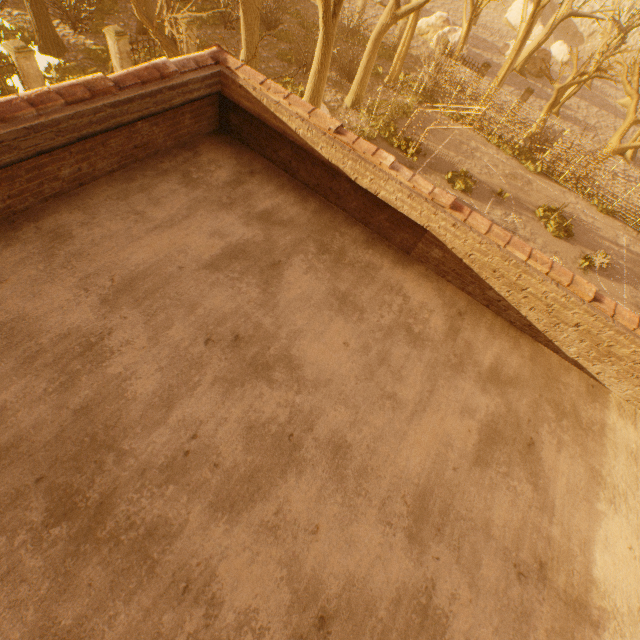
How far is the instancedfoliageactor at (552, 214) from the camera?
19.9 meters

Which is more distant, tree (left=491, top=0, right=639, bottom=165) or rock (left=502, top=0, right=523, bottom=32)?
rock (left=502, top=0, right=523, bottom=32)

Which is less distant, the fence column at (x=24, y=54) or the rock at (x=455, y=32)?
the fence column at (x=24, y=54)

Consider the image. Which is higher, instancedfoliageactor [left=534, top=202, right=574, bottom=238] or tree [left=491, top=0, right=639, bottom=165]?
tree [left=491, top=0, right=639, bottom=165]

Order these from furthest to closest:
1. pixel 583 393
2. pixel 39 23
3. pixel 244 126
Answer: pixel 39 23 → pixel 244 126 → pixel 583 393

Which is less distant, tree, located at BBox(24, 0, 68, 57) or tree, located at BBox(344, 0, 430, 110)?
tree, located at BBox(24, 0, 68, 57)

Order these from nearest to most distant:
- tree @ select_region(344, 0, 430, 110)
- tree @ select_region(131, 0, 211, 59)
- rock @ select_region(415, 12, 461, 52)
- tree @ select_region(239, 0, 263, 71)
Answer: tree @ select_region(131, 0, 211, 59)
tree @ select_region(239, 0, 263, 71)
tree @ select_region(344, 0, 430, 110)
rock @ select_region(415, 12, 461, 52)

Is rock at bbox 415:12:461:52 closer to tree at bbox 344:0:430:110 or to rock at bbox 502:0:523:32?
tree at bbox 344:0:430:110
